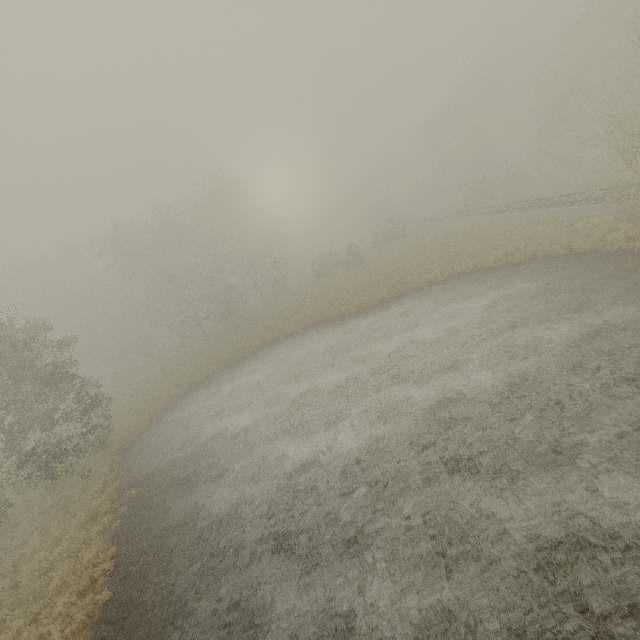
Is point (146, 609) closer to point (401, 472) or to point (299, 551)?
point (299, 551)
